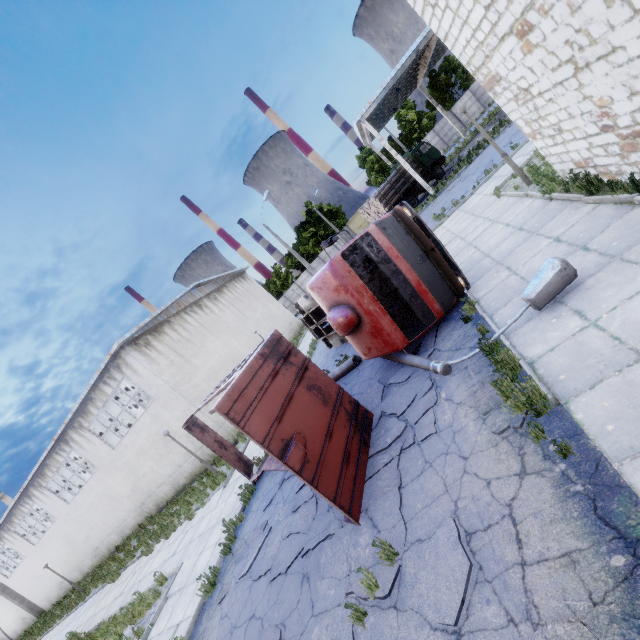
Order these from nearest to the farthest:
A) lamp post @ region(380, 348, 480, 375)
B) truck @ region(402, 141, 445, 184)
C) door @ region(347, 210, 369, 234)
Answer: lamp post @ region(380, 348, 480, 375) < truck @ region(402, 141, 445, 184) < door @ region(347, 210, 369, 234)

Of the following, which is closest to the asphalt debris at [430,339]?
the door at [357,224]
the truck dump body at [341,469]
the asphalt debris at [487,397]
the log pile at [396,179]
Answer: the truck dump body at [341,469]

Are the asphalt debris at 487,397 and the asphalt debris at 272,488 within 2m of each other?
no

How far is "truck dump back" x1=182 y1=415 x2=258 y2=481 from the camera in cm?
1077

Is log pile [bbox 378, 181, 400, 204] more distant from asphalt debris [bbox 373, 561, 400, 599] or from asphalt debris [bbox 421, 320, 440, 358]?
Answer: asphalt debris [bbox 373, 561, 400, 599]

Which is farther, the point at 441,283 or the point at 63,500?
the point at 63,500

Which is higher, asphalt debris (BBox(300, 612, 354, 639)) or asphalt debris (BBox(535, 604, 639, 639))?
asphalt debris (BBox(535, 604, 639, 639))

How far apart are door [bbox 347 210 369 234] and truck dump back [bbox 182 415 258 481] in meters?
45.5
